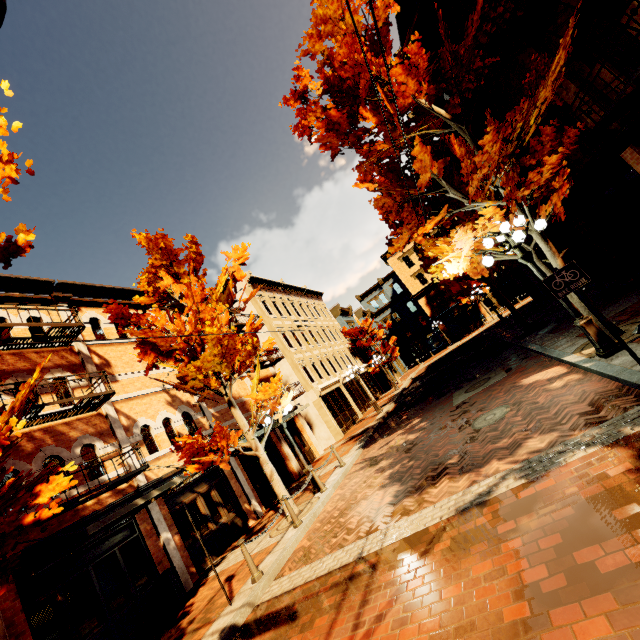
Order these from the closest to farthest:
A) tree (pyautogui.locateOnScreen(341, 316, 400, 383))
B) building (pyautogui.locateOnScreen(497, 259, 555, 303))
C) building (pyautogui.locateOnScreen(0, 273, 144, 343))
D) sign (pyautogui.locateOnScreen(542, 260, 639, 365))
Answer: sign (pyautogui.locateOnScreen(542, 260, 639, 365)) < building (pyautogui.locateOnScreen(0, 273, 144, 343)) < building (pyautogui.locateOnScreen(497, 259, 555, 303)) < tree (pyautogui.locateOnScreen(341, 316, 400, 383))

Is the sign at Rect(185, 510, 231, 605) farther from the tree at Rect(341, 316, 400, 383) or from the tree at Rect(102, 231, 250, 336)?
the tree at Rect(341, 316, 400, 383)

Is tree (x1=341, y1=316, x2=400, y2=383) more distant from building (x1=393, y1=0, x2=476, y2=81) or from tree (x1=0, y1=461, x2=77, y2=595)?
building (x1=393, y1=0, x2=476, y2=81)

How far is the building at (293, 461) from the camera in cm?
1647

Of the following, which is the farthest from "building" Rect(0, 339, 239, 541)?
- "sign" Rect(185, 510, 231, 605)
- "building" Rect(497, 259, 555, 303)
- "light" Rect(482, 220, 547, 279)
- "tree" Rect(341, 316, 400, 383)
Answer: "building" Rect(497, 259, 555, 303)

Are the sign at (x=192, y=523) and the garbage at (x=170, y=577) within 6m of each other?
yes

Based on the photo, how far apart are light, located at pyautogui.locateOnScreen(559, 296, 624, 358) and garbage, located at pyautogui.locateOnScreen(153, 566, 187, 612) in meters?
11.7

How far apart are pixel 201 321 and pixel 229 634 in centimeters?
756cm
